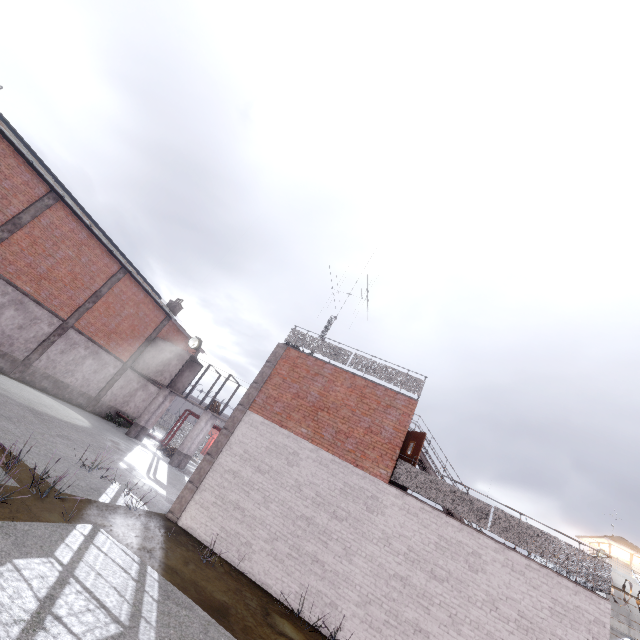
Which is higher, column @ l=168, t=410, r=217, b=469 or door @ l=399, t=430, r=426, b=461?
door @ l=399, t=430, r=426, b=461

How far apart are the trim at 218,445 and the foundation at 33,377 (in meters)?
15.24

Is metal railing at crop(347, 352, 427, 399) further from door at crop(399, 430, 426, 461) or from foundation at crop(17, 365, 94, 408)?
foundation at crop(17, 365, 94, 408)

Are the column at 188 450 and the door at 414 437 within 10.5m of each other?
no

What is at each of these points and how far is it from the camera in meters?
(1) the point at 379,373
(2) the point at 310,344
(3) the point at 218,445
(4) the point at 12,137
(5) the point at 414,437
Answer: (1) metal railing, 12.5 m
(2) metal railing, 13.6 m
(3) trim, 11.6 m
(4) window, 15.0 m
(5) door, 11.6 m

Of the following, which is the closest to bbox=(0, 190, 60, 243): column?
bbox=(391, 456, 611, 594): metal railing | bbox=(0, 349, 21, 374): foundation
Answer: bbox=(0, 349, 21, 374): foundation

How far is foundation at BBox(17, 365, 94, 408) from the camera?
19.31m

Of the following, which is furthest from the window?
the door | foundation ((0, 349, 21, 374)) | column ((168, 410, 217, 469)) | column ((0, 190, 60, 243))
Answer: the door
